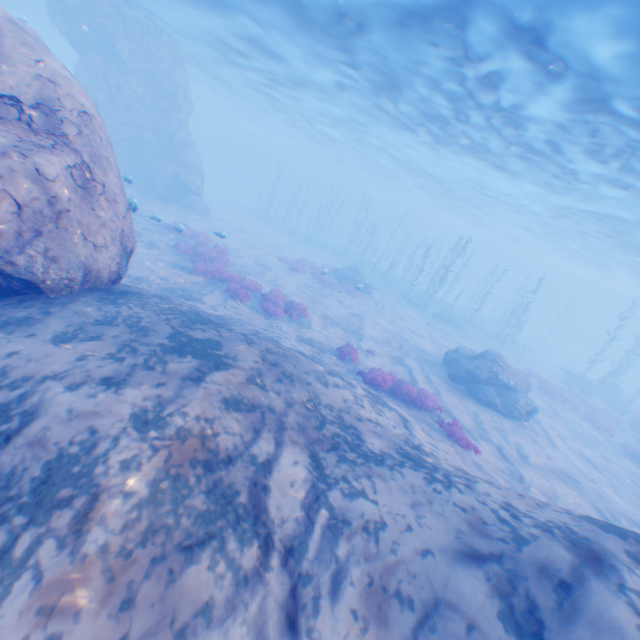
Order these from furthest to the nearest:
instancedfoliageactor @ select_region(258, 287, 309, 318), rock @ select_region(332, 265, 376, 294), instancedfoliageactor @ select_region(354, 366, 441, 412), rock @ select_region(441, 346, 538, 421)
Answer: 1. rock @ select_region(332, 265, 376, 294)
2. rock @ select_region(441, 346, 538, 421)
3. instancedfoliageactor @ select_region(258, 287, 309, 318)
4. instancedfoliageactor @ select_region(354, 366, 441, 412)

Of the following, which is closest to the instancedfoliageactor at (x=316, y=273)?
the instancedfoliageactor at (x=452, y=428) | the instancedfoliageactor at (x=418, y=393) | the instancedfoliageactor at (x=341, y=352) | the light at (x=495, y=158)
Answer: the instancedfoliageactor at (x=341, y=352)

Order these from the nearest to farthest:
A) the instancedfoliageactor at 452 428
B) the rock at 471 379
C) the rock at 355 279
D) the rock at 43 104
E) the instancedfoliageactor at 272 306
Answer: the rock at 43 104 → the instancedfoliageactor at 452 428 → the instancedfoliageactor at 272 306 → the rock at 471 379 → the rock at 355 279

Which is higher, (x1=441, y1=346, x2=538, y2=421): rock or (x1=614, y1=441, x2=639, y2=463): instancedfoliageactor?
(x1=441, y1=346, x2=538, y2=421): rock

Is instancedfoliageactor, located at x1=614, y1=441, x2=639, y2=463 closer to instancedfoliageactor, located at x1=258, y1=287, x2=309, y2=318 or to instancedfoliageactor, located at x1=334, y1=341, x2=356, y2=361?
instancedfoliageactor, located at x1=334, y1=341, x2=356, y2=361

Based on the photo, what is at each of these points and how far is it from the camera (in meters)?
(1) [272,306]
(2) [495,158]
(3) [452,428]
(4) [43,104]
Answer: (1) instancedfoliageactor, 15.38
(2) light, 21.70
(3) instancedfoliageactor, 10.47
(4) rock, 7.21

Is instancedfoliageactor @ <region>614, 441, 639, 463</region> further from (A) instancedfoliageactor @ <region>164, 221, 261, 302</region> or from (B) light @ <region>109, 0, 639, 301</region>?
(A) instancedfoliageactor @ <region>164, 221, 261, 302</region>

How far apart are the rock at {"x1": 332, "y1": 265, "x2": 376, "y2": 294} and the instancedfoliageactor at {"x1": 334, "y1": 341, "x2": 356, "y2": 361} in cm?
1311
